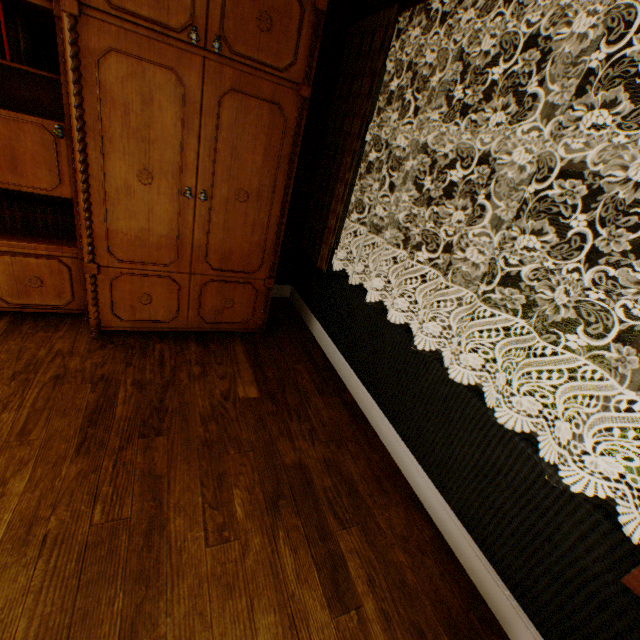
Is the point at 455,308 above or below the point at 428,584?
above

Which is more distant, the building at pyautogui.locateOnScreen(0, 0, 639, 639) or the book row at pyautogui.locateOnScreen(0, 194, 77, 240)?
the book row at pyautogui.locateOnScreen(0, 194, 77, 240)

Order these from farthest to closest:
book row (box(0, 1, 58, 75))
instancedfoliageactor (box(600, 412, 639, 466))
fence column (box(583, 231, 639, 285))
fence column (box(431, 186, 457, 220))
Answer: fence column (box(431, 186, 457, 220)), fence column (box(583, 231, 639, 285)), instancedfoliageactor (box(600, 412, 639, 466)), book row (box(0, 1, 58, 75))

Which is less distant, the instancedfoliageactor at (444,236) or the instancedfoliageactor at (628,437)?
the instancedfoliageactor at (628,437)

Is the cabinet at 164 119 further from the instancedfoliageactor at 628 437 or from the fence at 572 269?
the fence at 572 269

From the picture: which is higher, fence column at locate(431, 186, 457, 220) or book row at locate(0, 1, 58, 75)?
book row at locate(0, 1, 58, 75)

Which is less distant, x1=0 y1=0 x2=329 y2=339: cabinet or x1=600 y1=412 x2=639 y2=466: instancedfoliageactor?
x1=0 y1=0 x2=329 y2=339: cabinet

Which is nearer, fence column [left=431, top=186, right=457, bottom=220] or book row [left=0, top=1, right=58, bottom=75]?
book row [left=0, top=1, right=58, bottom=75]
